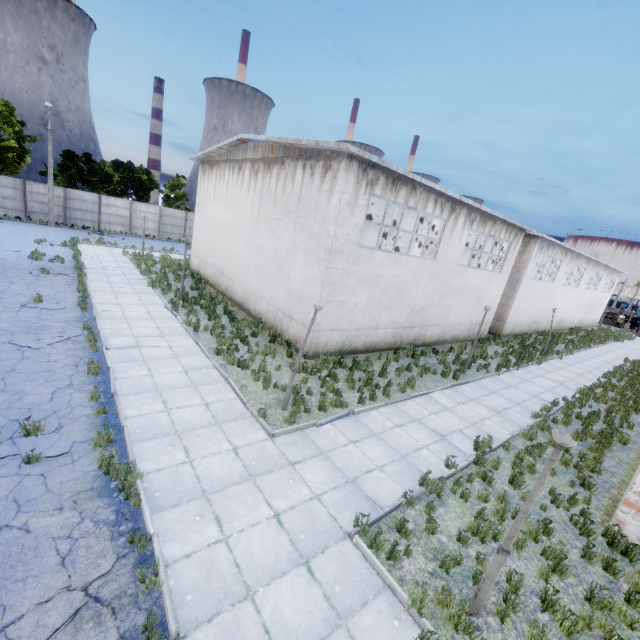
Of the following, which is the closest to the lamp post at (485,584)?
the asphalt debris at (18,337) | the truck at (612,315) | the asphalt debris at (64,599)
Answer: the asphalt debris at (64,599)

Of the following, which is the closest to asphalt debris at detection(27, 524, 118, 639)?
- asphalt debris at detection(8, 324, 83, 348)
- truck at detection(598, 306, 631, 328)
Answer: asphalt debris at detection(8, 324, 83, 348)

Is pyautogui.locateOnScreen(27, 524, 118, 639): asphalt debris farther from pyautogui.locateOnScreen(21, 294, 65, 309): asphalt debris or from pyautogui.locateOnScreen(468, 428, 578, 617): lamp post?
pyautogui.locateOnScreen(21, 294, 65, 309): asphalt debris

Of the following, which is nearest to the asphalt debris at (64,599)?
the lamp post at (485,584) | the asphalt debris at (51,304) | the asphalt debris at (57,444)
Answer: the asphalt debris at (57,444)

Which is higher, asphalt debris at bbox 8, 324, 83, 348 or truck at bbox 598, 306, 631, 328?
truck at bbox 598, 306, 631, 328

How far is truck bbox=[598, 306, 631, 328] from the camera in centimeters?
5075cm

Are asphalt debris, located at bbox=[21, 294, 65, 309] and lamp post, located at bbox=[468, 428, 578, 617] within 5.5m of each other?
no

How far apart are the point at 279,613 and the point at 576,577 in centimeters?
584cm
